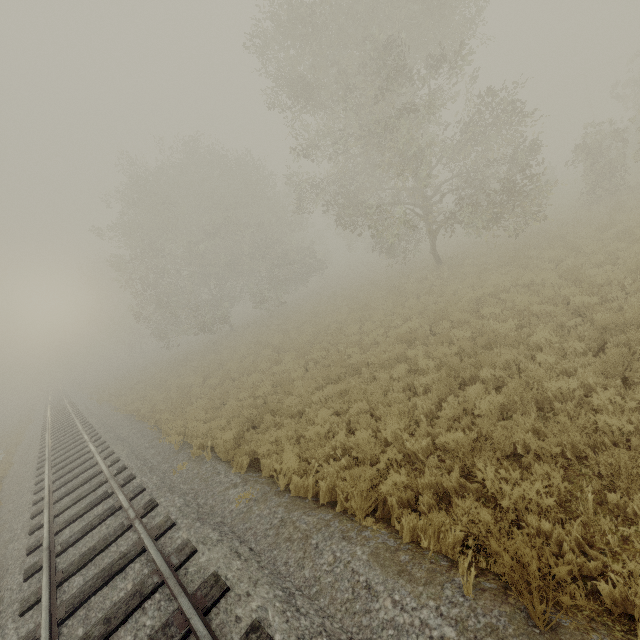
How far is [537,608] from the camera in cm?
291
